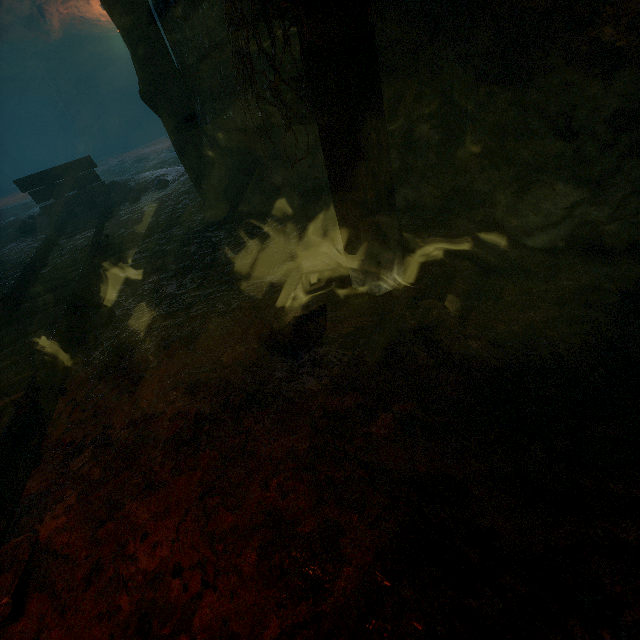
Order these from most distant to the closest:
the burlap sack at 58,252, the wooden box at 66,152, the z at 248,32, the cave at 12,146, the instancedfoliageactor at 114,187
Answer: the wooden box at 66,152 → the cave at 12,146 → the instancedfoliageactor at 114,187 → the burlap sack at 58,252 → the z at 248,32

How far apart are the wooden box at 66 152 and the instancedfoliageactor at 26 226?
26.35m

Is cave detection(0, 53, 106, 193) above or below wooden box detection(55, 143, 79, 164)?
above

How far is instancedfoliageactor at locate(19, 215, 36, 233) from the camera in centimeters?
559cm

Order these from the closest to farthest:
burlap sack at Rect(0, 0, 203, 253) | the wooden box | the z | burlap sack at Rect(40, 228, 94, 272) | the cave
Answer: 1. the z
2. burlap sack at Rect(40, 228, 94, 272)
3. burlap sack at Rect(0, 0, 203, 253)
4. the cave
5. the wooden box

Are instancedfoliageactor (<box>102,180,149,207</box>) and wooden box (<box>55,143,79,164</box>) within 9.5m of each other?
no

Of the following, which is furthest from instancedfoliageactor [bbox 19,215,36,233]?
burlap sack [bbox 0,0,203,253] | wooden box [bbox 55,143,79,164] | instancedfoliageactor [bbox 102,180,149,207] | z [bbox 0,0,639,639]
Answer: wooden box [bbox 55,143,79,164]

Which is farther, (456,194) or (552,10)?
(456,194)
